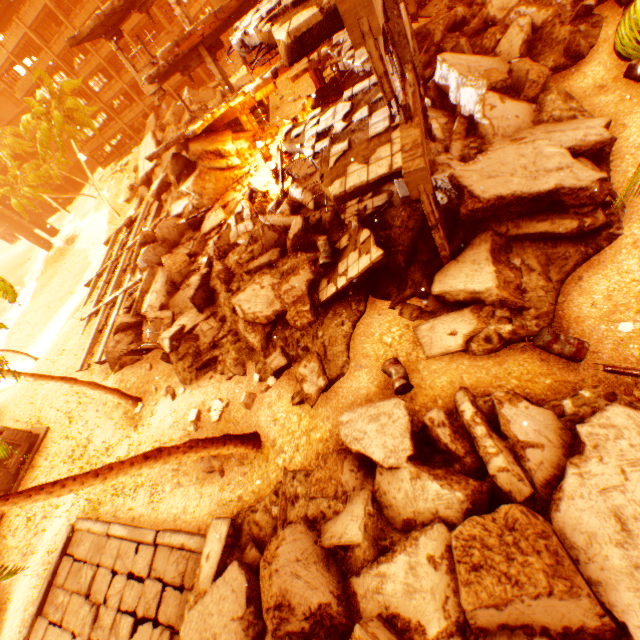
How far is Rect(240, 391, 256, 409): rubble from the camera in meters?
10.4

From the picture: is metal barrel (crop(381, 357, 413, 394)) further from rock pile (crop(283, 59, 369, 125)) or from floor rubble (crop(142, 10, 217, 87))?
floor rubble (crop(142, 10, 217, 87))

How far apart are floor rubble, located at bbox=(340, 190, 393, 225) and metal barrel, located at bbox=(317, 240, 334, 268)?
1.15m

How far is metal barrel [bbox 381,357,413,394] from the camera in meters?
8.0

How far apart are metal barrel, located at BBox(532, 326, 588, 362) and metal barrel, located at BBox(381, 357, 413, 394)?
2.23m

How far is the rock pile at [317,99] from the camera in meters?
16.4 m

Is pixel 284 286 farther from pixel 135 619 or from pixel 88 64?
pixel 88 64

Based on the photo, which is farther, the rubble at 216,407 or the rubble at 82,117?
the rubble at 82,117
